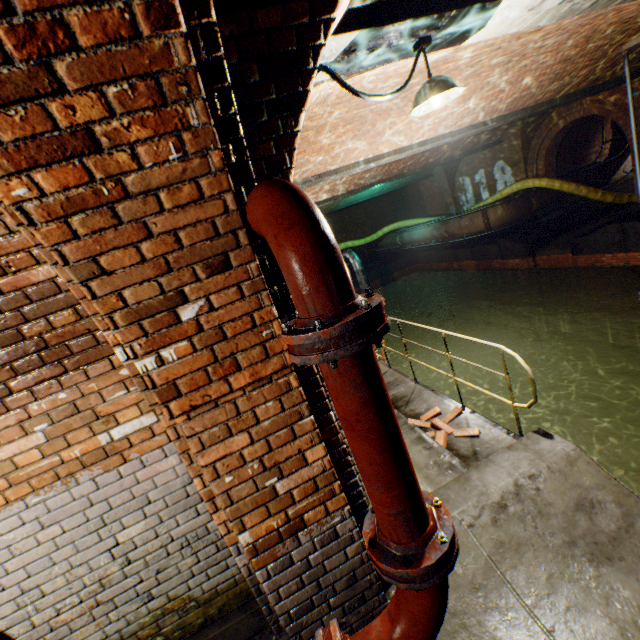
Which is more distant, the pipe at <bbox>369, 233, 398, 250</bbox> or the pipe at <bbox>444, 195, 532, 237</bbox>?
the pipe at <bbox>369, 233, 398, 250</bbox>

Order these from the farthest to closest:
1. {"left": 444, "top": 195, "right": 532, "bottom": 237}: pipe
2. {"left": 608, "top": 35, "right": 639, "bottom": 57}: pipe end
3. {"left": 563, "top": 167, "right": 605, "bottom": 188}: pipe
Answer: {"left": 563, "top": 167, "right": 605, "bottom": 188}: pipe
{"left": 444, "top": 195, "right": 532, "bottom": 237}: pipe
{"left": 608, "top": 35, "right": 639, "bottom": 57}: pipe end

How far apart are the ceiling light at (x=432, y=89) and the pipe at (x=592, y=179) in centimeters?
1356cm

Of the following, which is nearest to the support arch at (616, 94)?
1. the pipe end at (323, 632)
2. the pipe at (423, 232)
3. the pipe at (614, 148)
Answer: the pipe at (614, 148)

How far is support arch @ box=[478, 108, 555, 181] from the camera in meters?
12.9 m

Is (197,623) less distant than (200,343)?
No

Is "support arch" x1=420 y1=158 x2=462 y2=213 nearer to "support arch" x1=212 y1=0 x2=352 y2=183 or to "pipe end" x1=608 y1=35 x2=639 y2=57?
"pipe end" x1=608 y1=35 x2=639 y2=57

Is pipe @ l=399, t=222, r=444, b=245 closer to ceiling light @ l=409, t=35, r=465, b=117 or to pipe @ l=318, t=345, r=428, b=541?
ceiling light @ l=409, t=35, r=465, b=117
